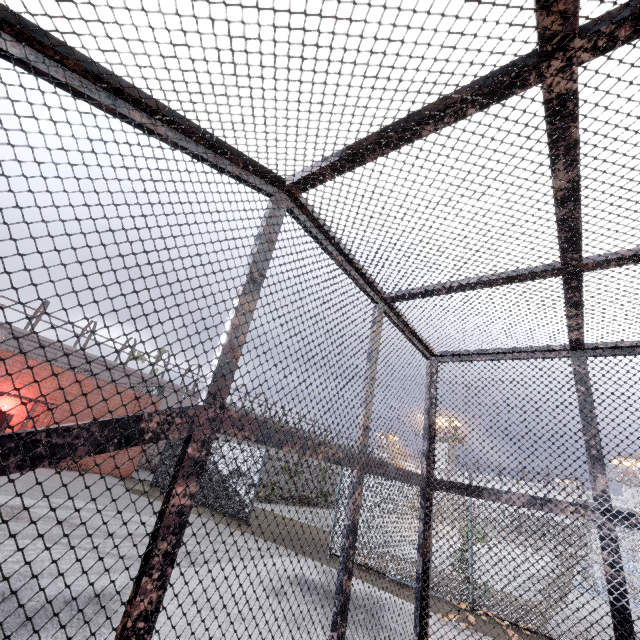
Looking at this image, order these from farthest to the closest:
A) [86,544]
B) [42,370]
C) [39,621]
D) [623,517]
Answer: [42,370]
[86,544]
[39,621]
[623,517]
